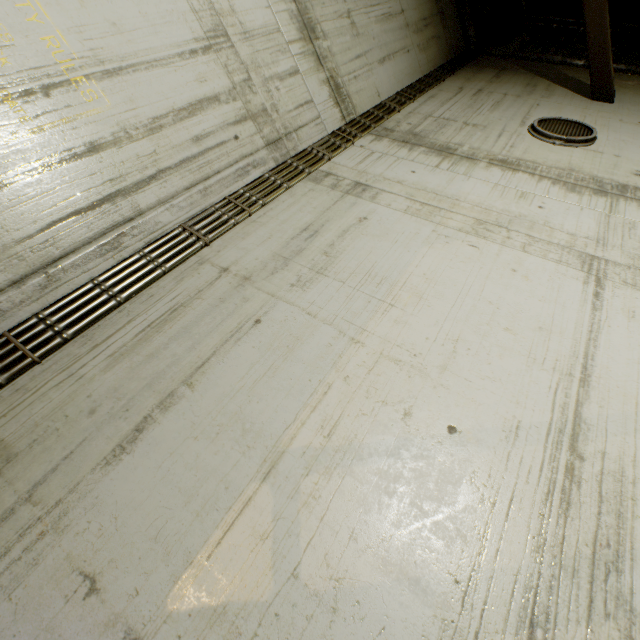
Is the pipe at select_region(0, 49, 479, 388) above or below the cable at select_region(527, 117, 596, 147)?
below

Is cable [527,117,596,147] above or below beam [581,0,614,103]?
below

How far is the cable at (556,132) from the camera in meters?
4.1 m

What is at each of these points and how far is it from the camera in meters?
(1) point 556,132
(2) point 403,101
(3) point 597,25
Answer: (1) cable, 4.3 m
(2) pipe, 5.1 m
(3) beam, 4.8 m

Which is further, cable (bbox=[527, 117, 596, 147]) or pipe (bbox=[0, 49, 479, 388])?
cable (bbox=[527, 117, 596, 147])

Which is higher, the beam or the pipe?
the beam

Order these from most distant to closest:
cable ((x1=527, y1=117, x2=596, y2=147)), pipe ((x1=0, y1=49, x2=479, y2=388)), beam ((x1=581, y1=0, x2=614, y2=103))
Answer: beam ((x1=581, y1=0, x2=614, y2=103)) < cable ((x1=527, y1=117, x2=596, y2=147)) < pipe ((x1=0, y1=49, x2=479, y2=388))

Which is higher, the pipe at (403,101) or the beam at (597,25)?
the beam at (597,25)
